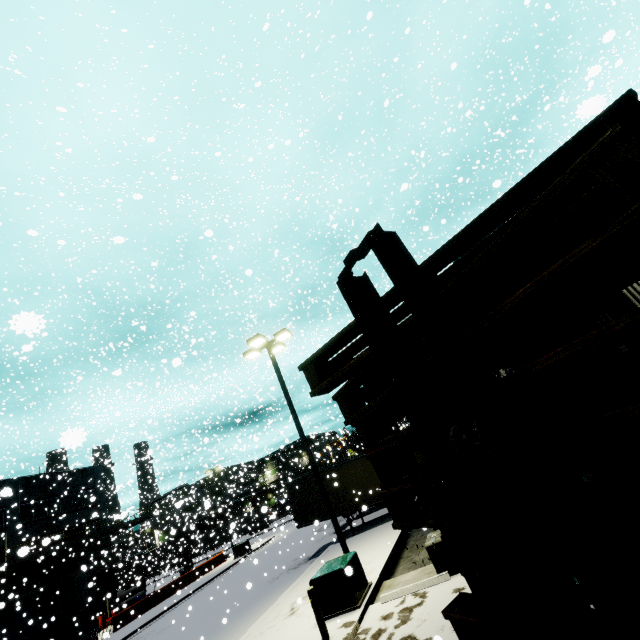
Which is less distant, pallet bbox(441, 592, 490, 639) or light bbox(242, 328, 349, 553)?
pallet bbox(441, 592, 490, 639)

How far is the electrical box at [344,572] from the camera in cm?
955

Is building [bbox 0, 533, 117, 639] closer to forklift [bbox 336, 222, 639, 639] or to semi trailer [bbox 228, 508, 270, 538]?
semi trailer [bbox 228, 508, 270, 538]

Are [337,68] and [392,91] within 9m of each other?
no

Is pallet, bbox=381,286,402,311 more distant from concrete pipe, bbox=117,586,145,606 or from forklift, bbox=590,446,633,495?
concrete pipe, bbox=117,586,145,606

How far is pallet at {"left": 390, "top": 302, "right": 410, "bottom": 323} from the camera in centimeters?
195cm

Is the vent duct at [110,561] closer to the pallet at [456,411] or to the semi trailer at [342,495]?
the semi trailer at [342,495]

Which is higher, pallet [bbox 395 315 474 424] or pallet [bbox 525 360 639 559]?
pallet [bbox 395 315 474 424]
